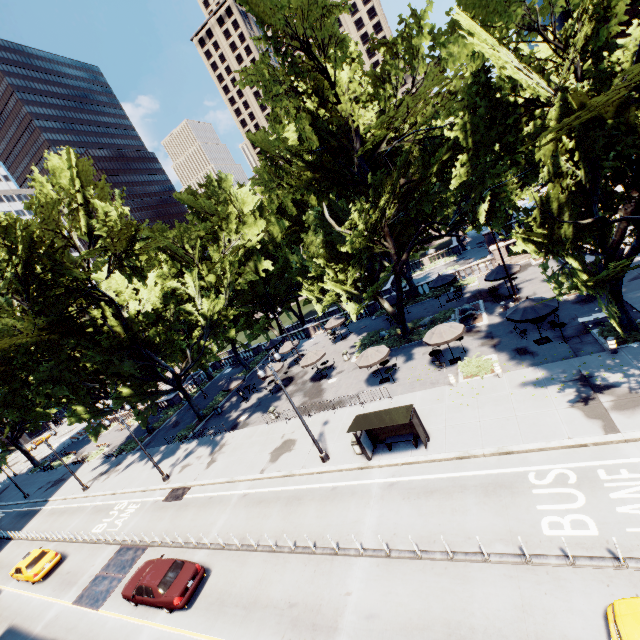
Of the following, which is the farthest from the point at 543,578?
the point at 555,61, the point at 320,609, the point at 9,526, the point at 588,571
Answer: the point at 9,526

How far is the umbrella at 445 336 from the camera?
20.84m

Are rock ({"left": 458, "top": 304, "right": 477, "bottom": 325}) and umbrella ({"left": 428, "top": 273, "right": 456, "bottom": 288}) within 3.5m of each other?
no

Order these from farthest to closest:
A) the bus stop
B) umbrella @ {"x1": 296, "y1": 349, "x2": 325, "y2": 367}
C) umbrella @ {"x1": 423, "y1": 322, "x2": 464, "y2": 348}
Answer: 1. umbrella @ {"x1": 296, "y1": 349, "x2": 325, "y2": 367}
2. umbrella @ {"x1": 423, "y1": 322, "x2": 464, "y2": 348}
3. the bus stop

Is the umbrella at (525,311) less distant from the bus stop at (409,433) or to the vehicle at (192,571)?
the bus stop at (409,433)

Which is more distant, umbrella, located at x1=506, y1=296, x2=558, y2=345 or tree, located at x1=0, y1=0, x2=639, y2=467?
umbrella, located at x1=506, y1=296, x2=558, y2=345

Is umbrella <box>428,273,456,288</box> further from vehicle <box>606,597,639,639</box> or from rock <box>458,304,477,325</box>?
vehicle <box>606,597,639,639</box>

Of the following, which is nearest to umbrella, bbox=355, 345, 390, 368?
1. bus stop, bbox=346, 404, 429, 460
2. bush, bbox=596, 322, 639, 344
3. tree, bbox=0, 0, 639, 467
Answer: tree, bbox=0, 0, 639, 467
